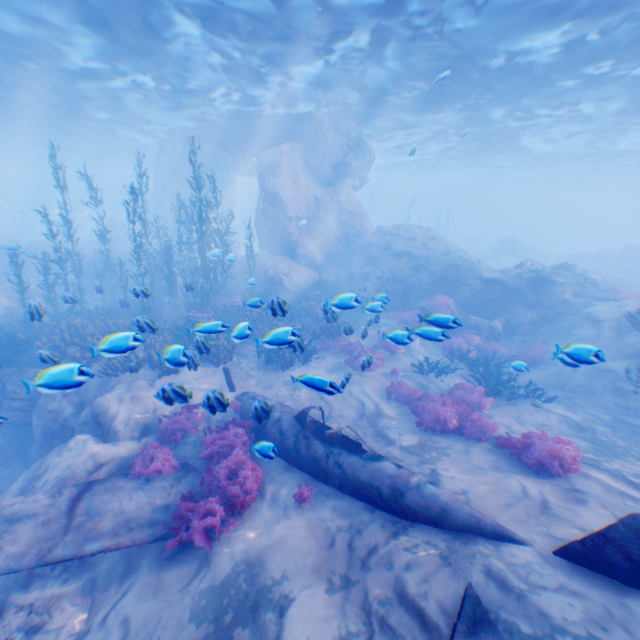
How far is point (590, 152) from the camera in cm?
3027

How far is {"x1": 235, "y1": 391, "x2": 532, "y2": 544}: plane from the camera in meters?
5.1 m

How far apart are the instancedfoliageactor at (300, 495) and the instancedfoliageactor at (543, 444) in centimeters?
455cm

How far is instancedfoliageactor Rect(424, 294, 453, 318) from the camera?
15.9 meters

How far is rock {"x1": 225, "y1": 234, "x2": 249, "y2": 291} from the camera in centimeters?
2138cm

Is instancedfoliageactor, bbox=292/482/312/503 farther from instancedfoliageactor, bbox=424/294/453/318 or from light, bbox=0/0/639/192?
light, bbox=0/0/639/192

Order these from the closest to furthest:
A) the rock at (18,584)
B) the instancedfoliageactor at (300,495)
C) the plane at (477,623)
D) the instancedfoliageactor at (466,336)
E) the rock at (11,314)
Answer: the plane at (477,623), the rock at (18,584), the instancedfoliageactor at (300,495), the instancedfoliageactor at (466,336), the rock at (11,314)

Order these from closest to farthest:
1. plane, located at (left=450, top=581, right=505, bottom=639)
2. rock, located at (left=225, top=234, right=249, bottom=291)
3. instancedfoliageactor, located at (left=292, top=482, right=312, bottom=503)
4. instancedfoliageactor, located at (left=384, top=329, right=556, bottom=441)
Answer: plane, located at (left=450, top=581, right=505, bottom=639) < instancedfoliageactor, located at (left=292, top=482, right=312, bottom=503) < instancedfoliageactor, located at (left=384, top=329, right=556, bottom=441) < rock, located at (left=225, top=234, right=249, bottom=291)
